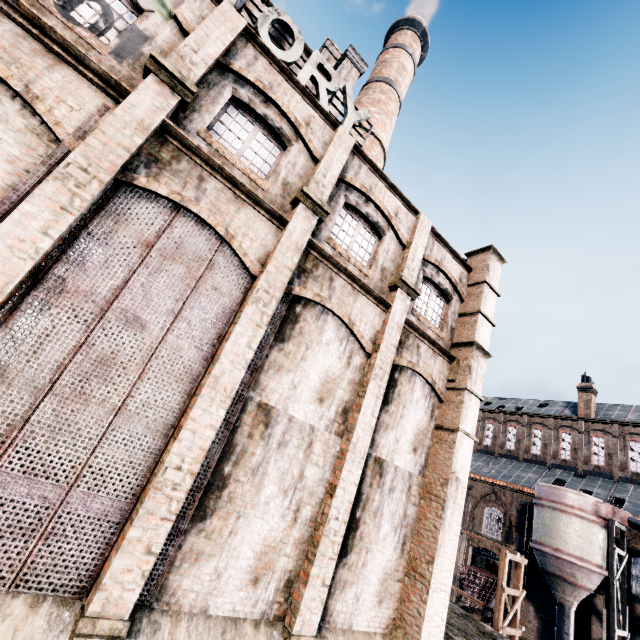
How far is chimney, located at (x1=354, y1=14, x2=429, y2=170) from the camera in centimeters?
2367cm

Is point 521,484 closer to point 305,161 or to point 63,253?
point 305,161

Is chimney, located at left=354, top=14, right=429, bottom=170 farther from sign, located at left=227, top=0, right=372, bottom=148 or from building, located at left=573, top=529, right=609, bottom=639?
sign, located at left=227, top=0, right=372, bottom=148

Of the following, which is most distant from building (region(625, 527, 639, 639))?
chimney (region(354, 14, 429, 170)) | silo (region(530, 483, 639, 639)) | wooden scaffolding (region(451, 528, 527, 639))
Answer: wooden scaffolding (region(451, 528, 527, 639))

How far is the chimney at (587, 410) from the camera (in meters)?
37.75

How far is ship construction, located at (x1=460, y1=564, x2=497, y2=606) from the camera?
30.8 meters

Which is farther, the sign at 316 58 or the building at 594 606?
the building at 594 606

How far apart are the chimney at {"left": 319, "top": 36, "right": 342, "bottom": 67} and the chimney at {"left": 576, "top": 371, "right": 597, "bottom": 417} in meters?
43.5 m
